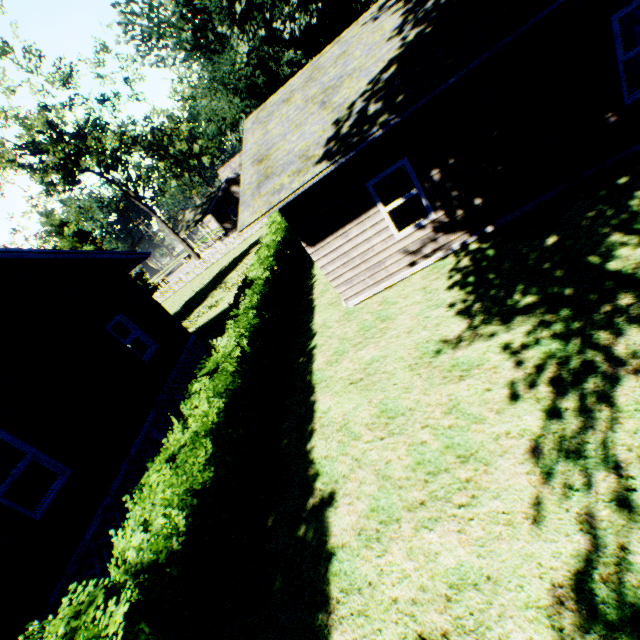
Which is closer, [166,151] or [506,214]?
[506,214]

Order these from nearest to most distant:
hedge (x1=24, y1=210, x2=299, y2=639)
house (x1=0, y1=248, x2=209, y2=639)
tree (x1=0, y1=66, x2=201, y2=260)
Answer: hedge (x1=24, y1=210, x2=299, y2=639) → house (x1=0, y1=248, x2=209, y2=639) → tree (x1=0, y1=66, x2=201, y2=260)

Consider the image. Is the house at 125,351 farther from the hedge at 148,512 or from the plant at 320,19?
the hedge at 148,512

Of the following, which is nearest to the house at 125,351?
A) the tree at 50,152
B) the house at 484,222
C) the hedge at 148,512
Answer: the hedge at 148,512

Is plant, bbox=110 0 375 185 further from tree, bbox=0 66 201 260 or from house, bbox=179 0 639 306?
tree, bbox=0 66 201 260

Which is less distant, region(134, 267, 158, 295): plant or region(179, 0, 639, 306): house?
region(179, 0, 639, 306): house

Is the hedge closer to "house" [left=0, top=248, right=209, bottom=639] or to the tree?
"house" [left=0, top=248, right=209, bottom=639]

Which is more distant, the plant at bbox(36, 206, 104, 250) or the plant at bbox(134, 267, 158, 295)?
the plant at bbox(134, 267, 158, 295)
